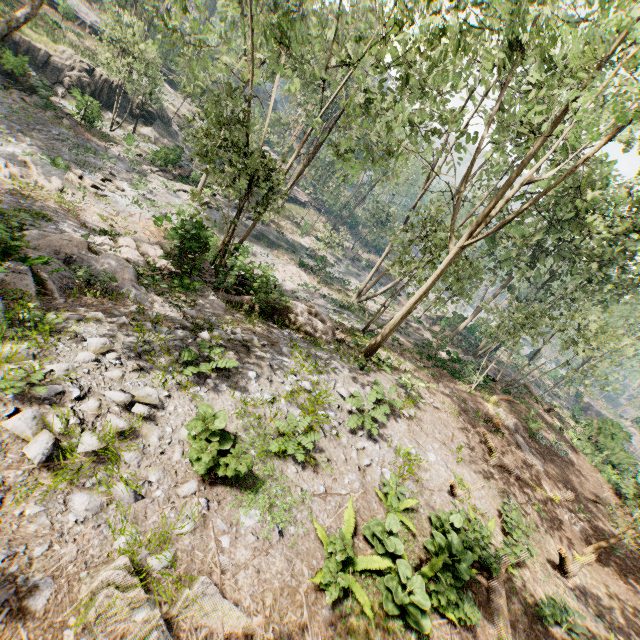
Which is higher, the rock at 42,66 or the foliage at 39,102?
the rock at 42,66

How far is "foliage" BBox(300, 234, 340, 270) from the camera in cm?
2945

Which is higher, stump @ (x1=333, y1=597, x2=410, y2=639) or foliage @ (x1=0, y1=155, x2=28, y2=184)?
stump @ (x1=333, y1=597, x2=410, y2=639)

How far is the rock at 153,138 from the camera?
34.0 meters

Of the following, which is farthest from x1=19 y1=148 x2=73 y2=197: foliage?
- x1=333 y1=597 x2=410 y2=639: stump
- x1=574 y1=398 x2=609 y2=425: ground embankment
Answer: x1=333 y1=597 x2=410 y2=639: stump

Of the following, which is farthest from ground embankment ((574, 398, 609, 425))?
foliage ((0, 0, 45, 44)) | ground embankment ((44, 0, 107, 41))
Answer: ground embankment ((44, 0, 107, 41))

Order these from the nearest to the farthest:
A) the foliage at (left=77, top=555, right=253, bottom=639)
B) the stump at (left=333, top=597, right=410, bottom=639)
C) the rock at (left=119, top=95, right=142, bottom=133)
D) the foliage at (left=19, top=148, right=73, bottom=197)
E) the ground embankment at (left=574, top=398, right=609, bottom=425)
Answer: the foliage at (left=77, top=555, right=253, bottom=639) < the stump at (left=333, top=597, right=410, bottom=639) < the foliage at (left=19, top=148, right=73, bottom=197) < the ground embankment at (left=574, top=398, right=609, bottom=425) < the rock at (left=119, top=95, right=142, bottom=133)

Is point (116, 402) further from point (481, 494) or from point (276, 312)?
point (481, 494)
